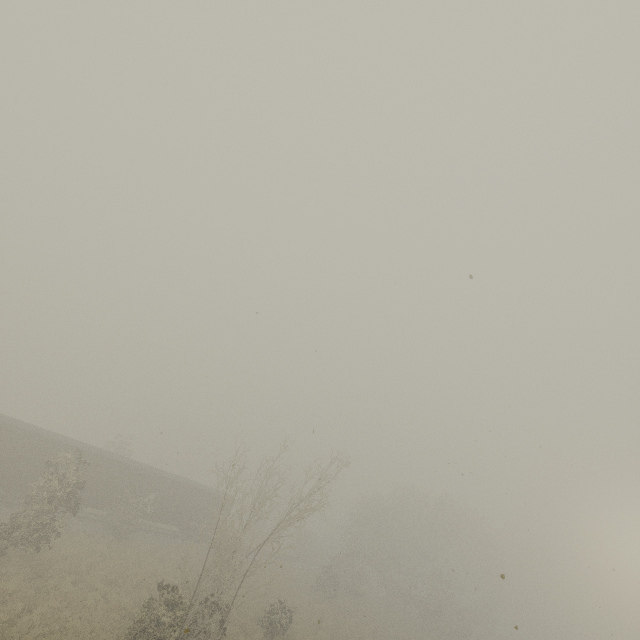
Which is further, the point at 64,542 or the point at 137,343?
the point at 64,542
